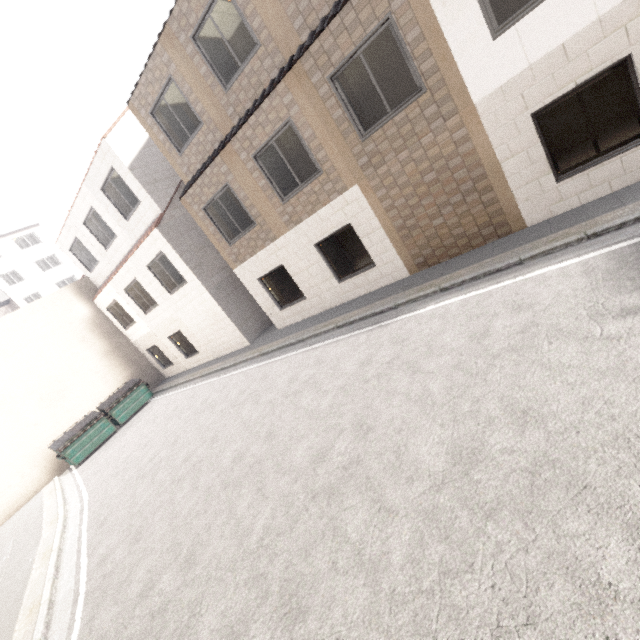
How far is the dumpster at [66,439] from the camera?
13.91m

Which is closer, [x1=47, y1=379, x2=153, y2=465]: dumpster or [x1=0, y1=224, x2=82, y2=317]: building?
[x1=47, y1=379, x2=153, y2=465]: dumpster

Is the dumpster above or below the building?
below

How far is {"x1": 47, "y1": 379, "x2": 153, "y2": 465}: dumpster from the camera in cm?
1391

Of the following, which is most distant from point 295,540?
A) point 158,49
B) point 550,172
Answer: point 158,49

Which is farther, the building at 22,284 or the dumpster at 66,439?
the building at 22,284
